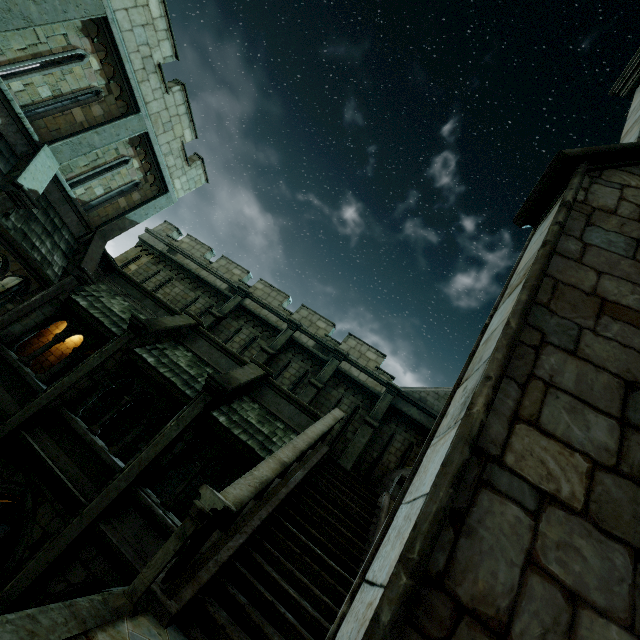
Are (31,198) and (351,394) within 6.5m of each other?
no

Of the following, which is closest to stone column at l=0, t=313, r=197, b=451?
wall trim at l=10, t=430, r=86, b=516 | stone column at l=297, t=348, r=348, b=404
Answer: wall trim at l=10, t=430, r=86, b=516

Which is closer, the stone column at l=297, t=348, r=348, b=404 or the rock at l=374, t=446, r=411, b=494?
the rock at l=374, t=446, r=411, b=494

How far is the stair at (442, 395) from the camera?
14.6 meters

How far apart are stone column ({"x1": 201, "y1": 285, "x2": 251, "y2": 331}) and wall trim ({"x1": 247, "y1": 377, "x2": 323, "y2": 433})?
5.4 meters

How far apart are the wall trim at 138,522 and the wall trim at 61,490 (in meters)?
0.49

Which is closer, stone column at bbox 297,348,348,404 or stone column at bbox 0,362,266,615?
stone column at bbox 0,362,266,615

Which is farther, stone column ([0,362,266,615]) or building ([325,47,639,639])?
stone column ([0,362,266,615])
